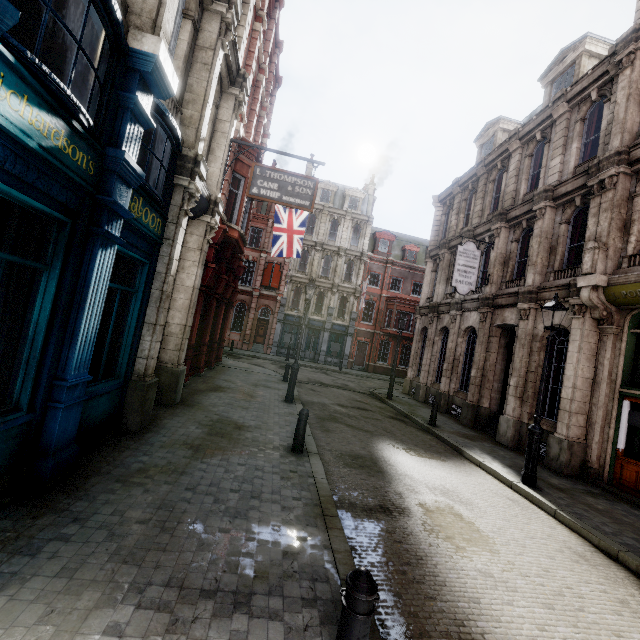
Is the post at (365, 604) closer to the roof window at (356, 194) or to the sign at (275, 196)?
the sign at (275, 196)

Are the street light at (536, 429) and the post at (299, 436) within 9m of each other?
yes

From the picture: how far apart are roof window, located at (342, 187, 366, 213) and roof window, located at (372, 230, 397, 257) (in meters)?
2.47

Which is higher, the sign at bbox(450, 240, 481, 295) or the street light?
the sign at bbox(450, 240, 481, 295)

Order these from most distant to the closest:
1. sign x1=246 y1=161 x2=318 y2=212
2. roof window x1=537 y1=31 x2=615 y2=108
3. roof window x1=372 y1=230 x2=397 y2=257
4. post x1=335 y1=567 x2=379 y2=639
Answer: roof window x1=372 y1=230 x2=397 y2=257 → roof window x1=537 y1=31 x2=615 y2=108 → sign x1=246 y1=161 x2=318 y2=212 → post x1=335 y1=567 x2=379 y2=639

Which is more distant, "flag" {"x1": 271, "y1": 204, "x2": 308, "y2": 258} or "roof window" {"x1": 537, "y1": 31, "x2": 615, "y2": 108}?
"flag" {"x1": 271, "y1": 204, "x2": 308, "y2": 258}

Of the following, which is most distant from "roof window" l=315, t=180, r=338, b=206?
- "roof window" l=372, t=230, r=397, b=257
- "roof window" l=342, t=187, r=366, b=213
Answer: "roof window" l=372, t=230, r=397, b=257

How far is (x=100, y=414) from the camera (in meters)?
5.78
